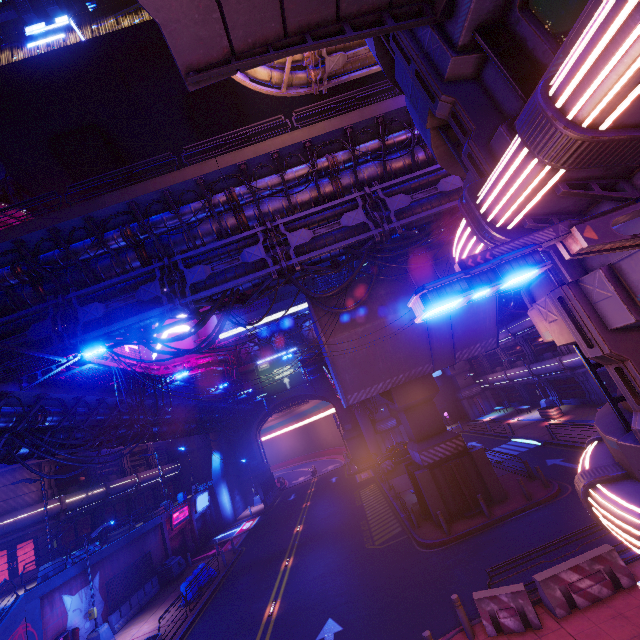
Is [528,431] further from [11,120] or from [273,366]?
[11,120]

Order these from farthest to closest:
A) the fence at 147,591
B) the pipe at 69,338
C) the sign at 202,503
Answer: the sign at 202,503 → the fence at 147,591 → the pipe at 69,338

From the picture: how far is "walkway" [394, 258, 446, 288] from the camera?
17.6m

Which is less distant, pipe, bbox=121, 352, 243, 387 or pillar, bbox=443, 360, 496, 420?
pipe, bbox=121, 352, 243, 387

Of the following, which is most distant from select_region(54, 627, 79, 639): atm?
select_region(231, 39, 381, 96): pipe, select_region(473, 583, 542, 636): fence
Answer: select_region(473, 583, 542, 636): fence

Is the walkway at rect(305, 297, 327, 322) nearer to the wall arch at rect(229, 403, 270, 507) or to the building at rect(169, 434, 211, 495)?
the wall arch at rect(229, 403, 270, 507)

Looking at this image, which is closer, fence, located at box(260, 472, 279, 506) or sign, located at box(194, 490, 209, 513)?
sign, located at box(194, 490, 209, 513)

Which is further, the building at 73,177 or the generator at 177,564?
the building at 73,177
